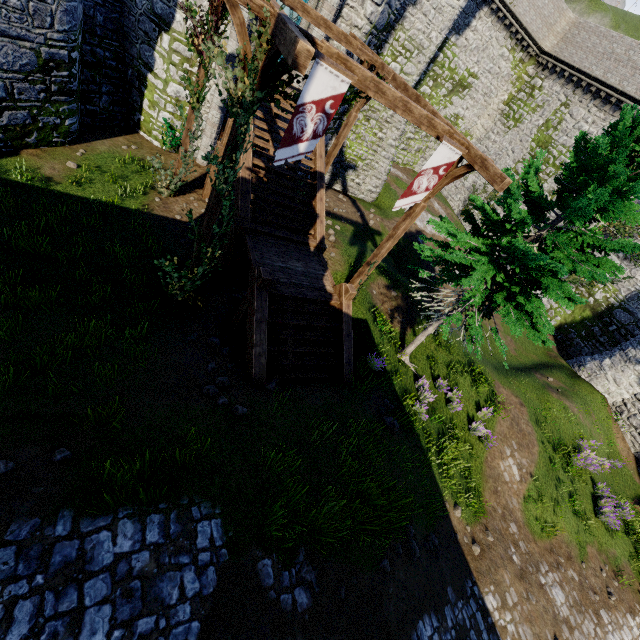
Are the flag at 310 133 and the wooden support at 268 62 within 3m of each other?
yes

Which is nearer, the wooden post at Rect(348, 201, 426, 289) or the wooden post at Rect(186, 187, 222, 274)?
the wooden post at Rect(186, 187, 222, 274)

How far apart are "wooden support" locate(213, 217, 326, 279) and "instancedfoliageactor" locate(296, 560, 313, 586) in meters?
8.4

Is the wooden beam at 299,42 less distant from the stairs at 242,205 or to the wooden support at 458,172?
the stairs at 242,205

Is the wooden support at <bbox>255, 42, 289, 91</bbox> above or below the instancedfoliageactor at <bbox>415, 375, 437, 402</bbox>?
above

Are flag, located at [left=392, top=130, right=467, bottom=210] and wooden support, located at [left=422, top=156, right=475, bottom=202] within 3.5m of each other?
yes

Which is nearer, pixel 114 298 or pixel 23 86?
pixel 114 298

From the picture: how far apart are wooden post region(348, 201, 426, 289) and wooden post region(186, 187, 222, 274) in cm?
545
